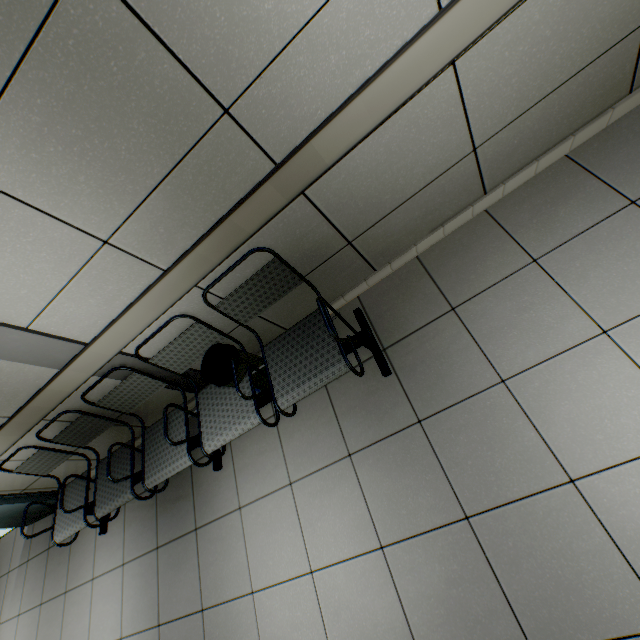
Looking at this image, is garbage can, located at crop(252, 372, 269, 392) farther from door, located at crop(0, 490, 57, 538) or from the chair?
door, located at crop(0, 490, 57, 538)

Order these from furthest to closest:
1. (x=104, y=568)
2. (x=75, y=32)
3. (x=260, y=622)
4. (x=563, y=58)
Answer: (x=104, y=568), (x=260, y=622), (x=563, y=58), (x=75, y=32)

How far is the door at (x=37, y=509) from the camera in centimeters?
333cm

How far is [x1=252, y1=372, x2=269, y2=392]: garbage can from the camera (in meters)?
2.19

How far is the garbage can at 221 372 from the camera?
2.01m

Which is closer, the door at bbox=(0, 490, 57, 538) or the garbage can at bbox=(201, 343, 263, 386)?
the garbage can at bbox=(201, 343, 263, 386)

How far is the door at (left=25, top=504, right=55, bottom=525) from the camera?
3.3m
